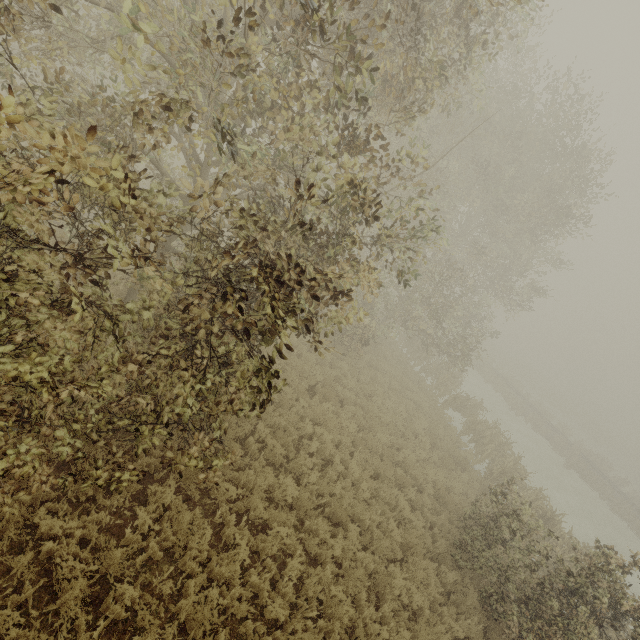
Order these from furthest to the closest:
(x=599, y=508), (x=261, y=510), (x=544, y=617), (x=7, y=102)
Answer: (x=599, y=508), (x=544, y=617), (x=261, y=510), (x=7, y=102)
